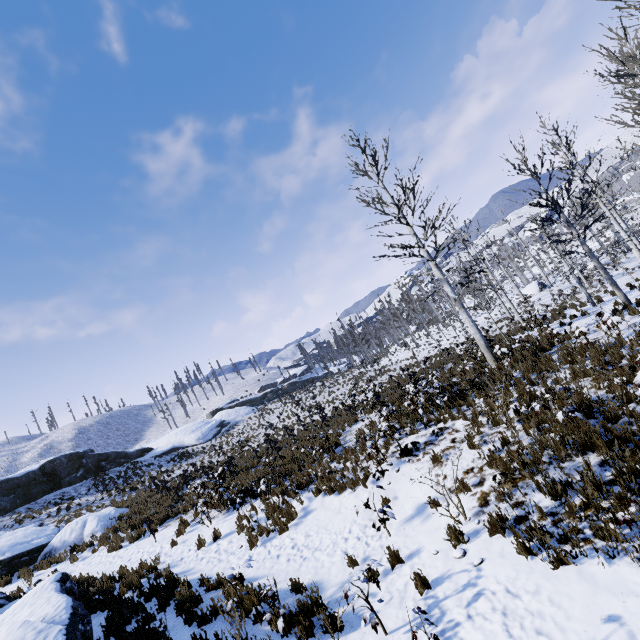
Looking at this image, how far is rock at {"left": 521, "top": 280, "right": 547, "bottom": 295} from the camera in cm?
3977

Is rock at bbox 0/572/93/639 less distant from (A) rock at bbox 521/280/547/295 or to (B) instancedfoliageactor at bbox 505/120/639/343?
(B) instancedfoliageactor at bbox 505/120/639/343

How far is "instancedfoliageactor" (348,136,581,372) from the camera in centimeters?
1263cm

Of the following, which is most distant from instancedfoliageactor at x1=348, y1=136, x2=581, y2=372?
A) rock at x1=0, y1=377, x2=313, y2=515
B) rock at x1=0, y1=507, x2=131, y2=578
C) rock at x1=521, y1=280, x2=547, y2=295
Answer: rock at x1=0, y1=377, x2=313, y2=515

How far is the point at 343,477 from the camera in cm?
941

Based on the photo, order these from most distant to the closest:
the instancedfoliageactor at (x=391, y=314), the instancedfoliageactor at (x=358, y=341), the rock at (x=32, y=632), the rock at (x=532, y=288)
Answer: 1. the rock at (x=532, y=288)
2. the instancedfoliageactor at (x=358, y=341)
3. the instancedfoliageactor at (x=391, y=314)
4. the rock at (x=32, y=632)

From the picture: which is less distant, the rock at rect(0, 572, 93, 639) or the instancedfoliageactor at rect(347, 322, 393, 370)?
the rock at rect(0, 572, 93, 639)

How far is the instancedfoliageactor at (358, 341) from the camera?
38.8m
